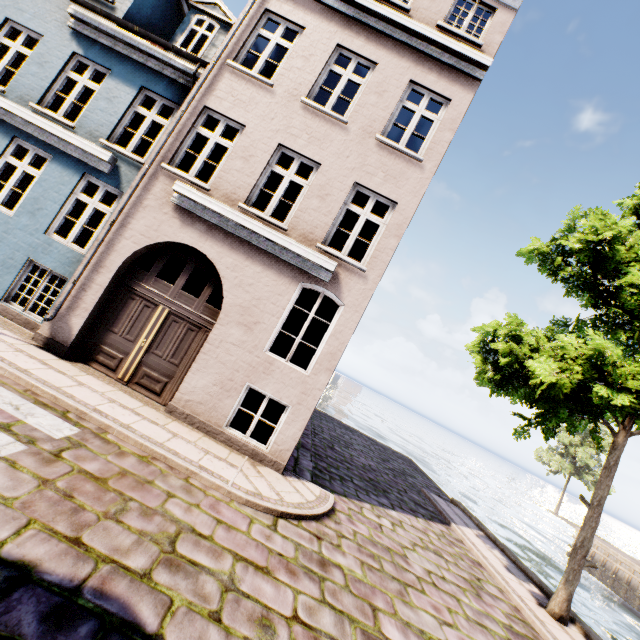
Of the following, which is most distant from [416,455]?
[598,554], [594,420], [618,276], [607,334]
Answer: [618,276]
